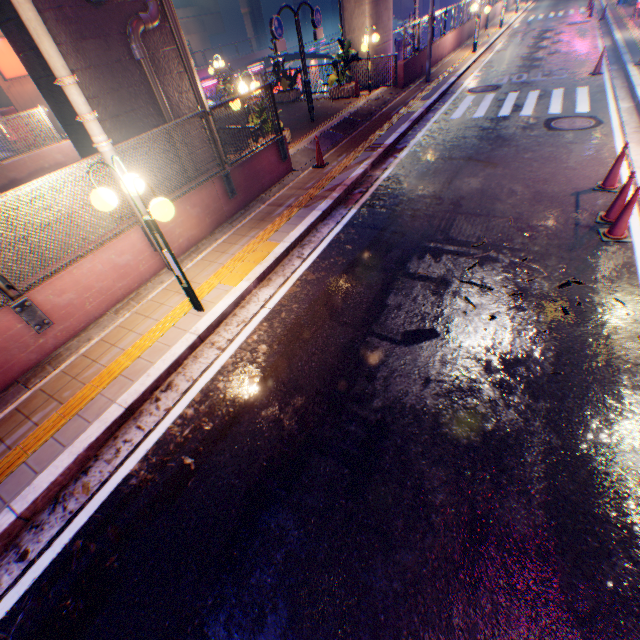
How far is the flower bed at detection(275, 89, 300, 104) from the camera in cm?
1612

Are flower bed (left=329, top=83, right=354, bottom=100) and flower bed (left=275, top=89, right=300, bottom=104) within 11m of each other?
yes

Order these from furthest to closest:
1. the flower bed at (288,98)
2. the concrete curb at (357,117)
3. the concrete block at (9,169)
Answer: the flower bed at (288,98)
the concrete block at (9,169)
the concrete curb at (357,117)

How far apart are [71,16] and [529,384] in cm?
924

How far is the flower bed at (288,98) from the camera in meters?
16.1 m

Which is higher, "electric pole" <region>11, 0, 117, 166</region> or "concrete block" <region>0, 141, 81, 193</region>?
"electric pole" <region>11, 0, 117, 166</region>

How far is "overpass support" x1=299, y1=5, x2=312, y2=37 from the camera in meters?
53.9

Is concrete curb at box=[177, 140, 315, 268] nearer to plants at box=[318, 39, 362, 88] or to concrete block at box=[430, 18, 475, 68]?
concrete block at box=[430, 18, 475, 68]
